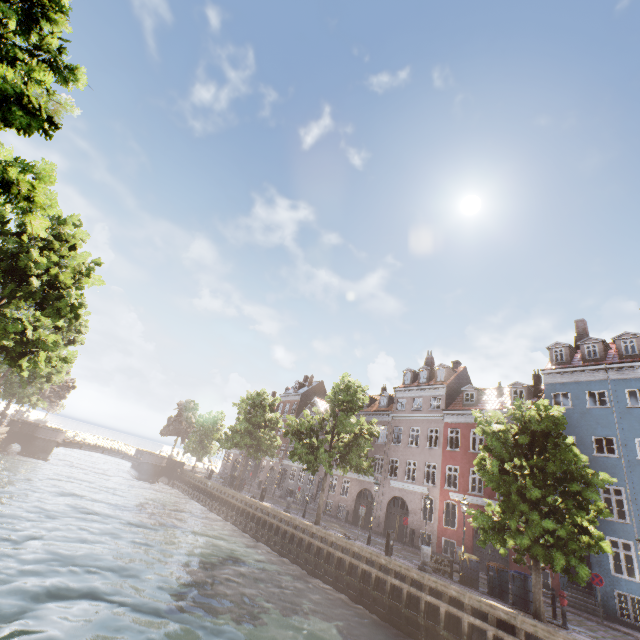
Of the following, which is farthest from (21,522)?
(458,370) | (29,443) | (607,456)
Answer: (458,370)

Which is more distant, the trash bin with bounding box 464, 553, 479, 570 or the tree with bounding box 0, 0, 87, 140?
the trash bin with bounding box 464, 553, 479, 570

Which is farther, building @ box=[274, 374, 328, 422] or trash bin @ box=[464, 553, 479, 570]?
building @ box=[274, 374, 328, 422]

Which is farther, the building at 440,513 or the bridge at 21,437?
the bridge at 21,437

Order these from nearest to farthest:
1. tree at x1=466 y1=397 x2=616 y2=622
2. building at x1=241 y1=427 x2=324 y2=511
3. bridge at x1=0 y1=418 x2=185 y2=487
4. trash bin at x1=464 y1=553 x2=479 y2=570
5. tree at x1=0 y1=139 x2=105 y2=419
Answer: tree at x1=0 y1=139 x2=105 y2=419 → tree at x1=466 y1=397 x2=616 y2=622 → trash bin at x1=464 y1=553 x2=479 y2=570 → bridge at x1=0 y1=418 x2=185 y2=487 → building at x1=241 y1=427 x2=324 y2=511

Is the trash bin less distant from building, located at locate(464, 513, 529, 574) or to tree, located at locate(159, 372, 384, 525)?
tree, located at locate(159, 372, 384, 525)
